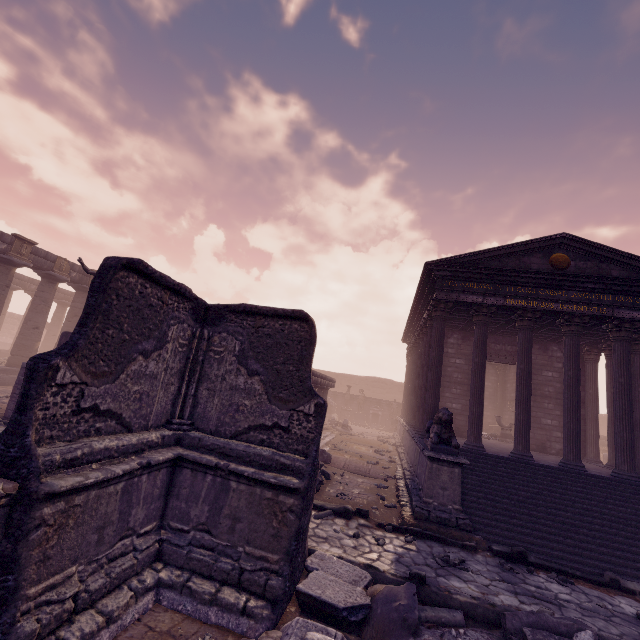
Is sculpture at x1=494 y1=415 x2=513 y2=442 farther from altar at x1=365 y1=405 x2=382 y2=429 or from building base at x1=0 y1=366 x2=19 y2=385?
building base at x1=0 y1=366 x2=19 y2=385

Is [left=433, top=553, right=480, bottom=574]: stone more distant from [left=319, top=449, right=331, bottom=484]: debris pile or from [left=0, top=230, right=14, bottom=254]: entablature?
[left=0, top=230, right=14, bottom=254]: entablature

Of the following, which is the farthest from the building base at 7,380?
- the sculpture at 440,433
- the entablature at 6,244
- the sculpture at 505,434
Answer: the sculpture at 505,434

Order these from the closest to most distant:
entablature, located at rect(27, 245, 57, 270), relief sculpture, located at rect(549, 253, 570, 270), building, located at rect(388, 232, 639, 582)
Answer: building, located at rect(388, 232, 639, 582), relief sculpture, located at rect(549, 253, 570, 270), entablature, located at rect(27, 245, 57, 270)

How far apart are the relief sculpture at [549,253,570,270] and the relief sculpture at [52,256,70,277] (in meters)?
23.90

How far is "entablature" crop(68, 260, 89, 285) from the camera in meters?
19.2

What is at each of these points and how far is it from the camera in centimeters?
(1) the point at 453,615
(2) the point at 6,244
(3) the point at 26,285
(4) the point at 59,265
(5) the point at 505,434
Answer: (1) column piece, 443cm
(2) entablature, 1592cm
(3) entablature, 2620cm
(4) relief sculpture, 1839cm
(5) sculpture, 1731cm

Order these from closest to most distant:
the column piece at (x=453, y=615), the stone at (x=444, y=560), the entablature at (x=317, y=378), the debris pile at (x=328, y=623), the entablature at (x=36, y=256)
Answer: the debris pile at (x=328, y=623), the column piece at (x=453, y=615), the stone at (x=444, y=560), the entablature at (x=317, y=378), the entablature at (x=36, y=256)
